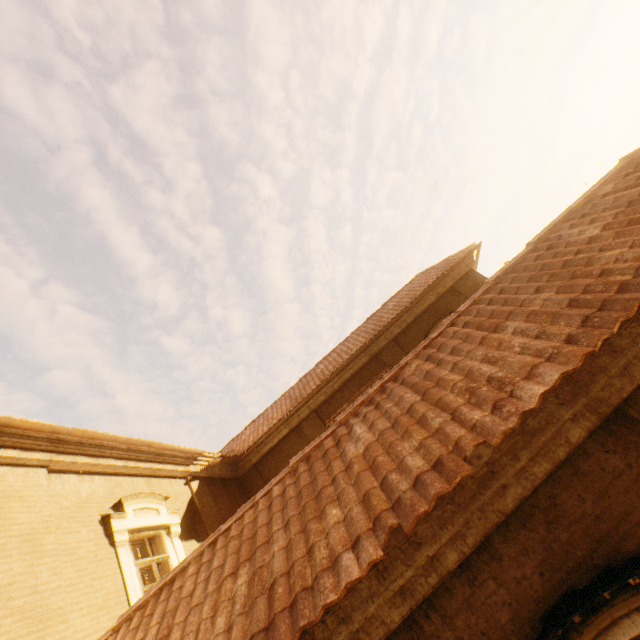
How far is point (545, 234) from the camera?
4.84m
